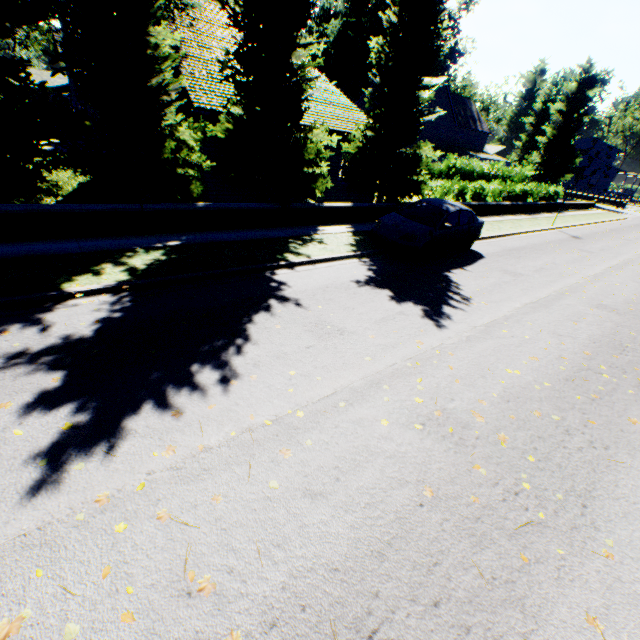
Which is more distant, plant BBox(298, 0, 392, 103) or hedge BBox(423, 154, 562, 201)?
plant BBox(298, 0, 392, 103)

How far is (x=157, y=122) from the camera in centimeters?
921cm

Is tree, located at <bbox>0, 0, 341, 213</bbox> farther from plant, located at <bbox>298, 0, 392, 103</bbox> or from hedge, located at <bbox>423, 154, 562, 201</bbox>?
plant, located at <bbox>298, 0, 392, 103</bbox>

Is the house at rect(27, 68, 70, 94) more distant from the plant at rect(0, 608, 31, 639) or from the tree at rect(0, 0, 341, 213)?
the plant at rect(0, 608, 31, 639)

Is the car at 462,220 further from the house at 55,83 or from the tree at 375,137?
the house at 55,83

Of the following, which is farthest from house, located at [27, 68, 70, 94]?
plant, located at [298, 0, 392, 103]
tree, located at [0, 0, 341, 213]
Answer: tree, located at [0, 0, 341, 213]

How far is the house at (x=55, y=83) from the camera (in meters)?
51.58

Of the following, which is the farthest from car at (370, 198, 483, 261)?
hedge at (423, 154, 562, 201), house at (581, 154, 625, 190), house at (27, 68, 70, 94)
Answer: house at (27, 68, 70, 94)
